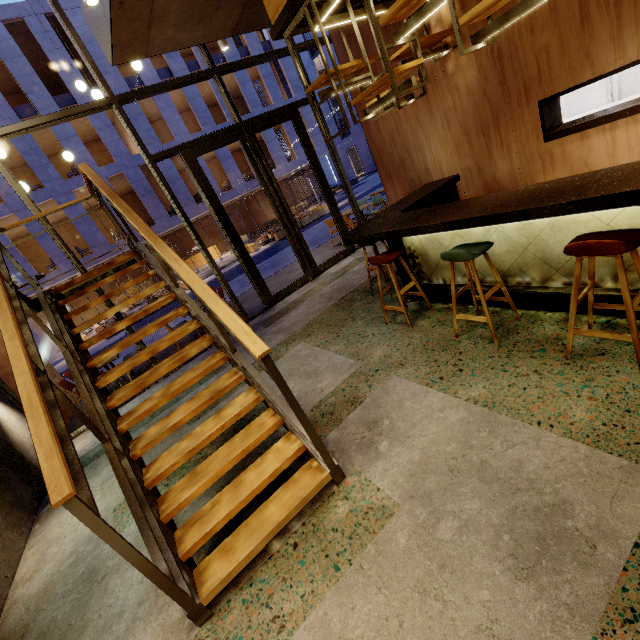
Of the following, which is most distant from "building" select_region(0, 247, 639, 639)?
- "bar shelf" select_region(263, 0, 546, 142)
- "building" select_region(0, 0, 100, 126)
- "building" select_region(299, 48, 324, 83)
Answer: "building" select_region(299, 48, 324, 83)

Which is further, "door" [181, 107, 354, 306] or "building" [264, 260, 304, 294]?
"building" [264, 260, 304, 294]

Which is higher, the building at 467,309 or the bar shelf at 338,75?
the bar shelf at 338,75

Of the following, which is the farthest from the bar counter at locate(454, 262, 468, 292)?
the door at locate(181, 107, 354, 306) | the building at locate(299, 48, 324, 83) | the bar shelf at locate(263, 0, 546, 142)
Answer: the building at locate(299, 48, 324, 83)

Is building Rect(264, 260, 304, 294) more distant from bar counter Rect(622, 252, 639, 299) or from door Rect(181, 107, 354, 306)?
bar counter Rect(622, 252, 639, 299)

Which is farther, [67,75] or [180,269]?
[67,75]

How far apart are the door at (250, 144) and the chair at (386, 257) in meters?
3.7

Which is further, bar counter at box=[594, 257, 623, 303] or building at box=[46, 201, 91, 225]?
building at box=[46, 201, 91, 225]
